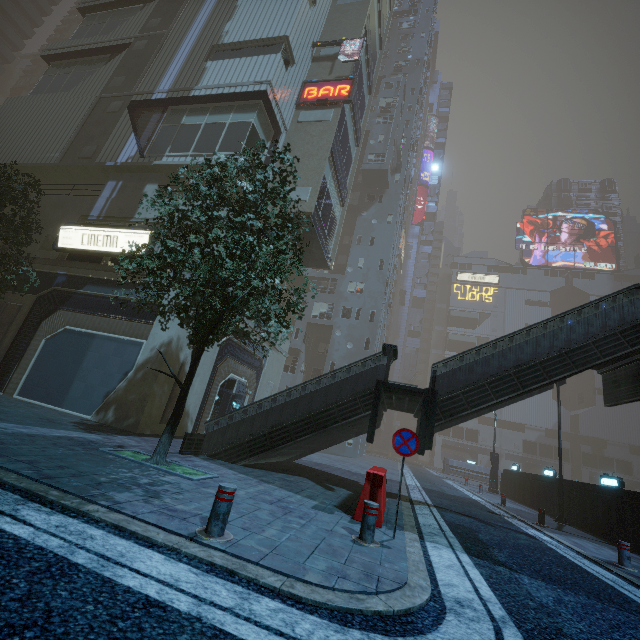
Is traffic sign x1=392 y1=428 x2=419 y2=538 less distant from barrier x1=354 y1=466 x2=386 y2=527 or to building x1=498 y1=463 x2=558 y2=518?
barrier x1=354 y1=466 x2=386 y2=527

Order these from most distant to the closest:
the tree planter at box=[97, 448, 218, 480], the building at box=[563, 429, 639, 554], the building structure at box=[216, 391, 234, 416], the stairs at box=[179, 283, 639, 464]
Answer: the building structure at box=[216, 391, 234, 416] < the building at box=[563, 429, 639, 554] < the stairs at box=[179, 283, 639, 464] < the tree planter at box=[97, 448, 218, 480]

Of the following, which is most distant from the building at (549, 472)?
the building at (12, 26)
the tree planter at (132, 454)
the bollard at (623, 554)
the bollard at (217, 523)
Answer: the building at (12, 26)

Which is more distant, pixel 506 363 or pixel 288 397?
pixel 288 397

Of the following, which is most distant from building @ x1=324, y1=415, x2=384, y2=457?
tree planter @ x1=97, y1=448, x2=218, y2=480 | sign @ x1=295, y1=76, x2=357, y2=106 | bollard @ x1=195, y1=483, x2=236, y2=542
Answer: bollard @ x1=195, y1=483, x2=236, y2=542

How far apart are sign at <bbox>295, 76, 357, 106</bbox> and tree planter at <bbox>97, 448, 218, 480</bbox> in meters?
20.7

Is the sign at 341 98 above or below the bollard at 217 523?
above

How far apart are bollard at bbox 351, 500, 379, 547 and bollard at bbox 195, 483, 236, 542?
2.06m
